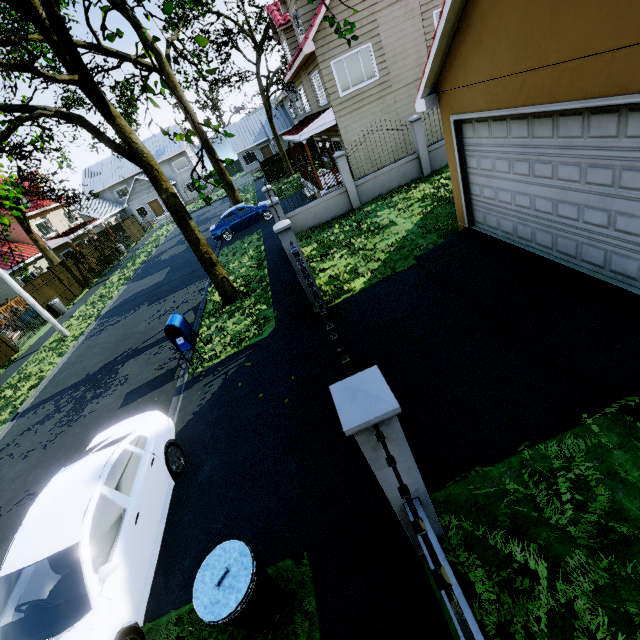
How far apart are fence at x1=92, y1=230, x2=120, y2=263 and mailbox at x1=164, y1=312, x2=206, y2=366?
25.41m

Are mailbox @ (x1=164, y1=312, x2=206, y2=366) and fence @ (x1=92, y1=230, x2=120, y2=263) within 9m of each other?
no

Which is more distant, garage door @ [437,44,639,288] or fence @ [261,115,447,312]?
fence @ [261,115,447,312]

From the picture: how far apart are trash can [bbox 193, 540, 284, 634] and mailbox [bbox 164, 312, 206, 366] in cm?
595

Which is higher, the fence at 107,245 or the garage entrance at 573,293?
the fence at 107,245

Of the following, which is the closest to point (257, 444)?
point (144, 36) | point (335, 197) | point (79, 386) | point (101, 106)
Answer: point (144, 36)

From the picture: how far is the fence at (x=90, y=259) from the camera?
25.84m

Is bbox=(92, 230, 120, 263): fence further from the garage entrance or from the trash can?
the trash can
